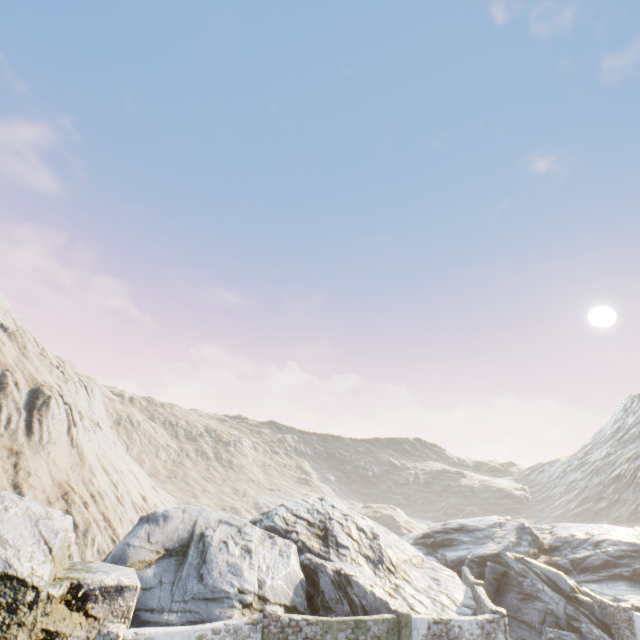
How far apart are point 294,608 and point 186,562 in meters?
5.9

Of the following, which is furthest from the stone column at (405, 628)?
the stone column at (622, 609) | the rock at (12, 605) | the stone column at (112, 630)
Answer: the stone column at (622, 609)

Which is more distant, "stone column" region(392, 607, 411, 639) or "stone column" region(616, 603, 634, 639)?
"stone column" region(616, 603, 634, 639)

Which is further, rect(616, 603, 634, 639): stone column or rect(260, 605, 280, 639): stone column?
rect(616, 603, 634, 639): stone column

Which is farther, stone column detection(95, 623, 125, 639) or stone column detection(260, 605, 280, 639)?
stone column detection(260, 605, 280, 639)

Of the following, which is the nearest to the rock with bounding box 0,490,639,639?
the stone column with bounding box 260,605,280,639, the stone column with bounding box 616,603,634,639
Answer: the stone column with bounding box 260,605,280,639

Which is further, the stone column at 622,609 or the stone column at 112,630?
the stone column at 622,609

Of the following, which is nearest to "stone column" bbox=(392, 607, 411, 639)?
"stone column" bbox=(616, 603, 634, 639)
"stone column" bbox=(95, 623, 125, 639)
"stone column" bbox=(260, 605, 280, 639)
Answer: "stone column" bbox=(260, 605, 280, 639)
